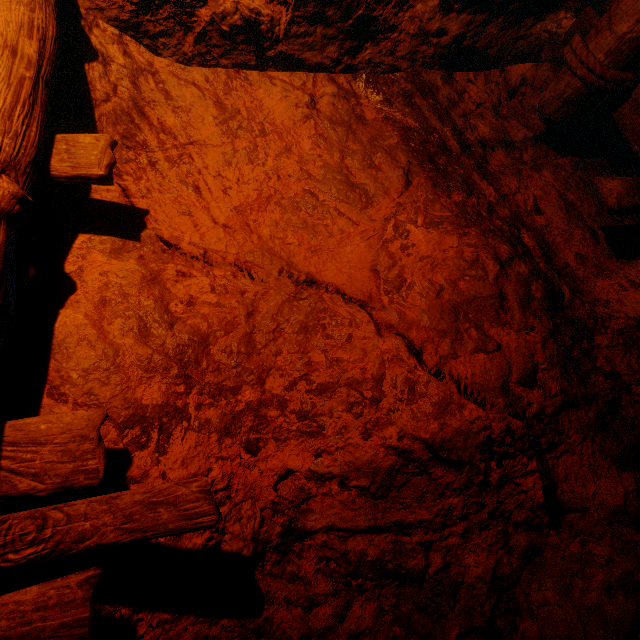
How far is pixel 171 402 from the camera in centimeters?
146cm
